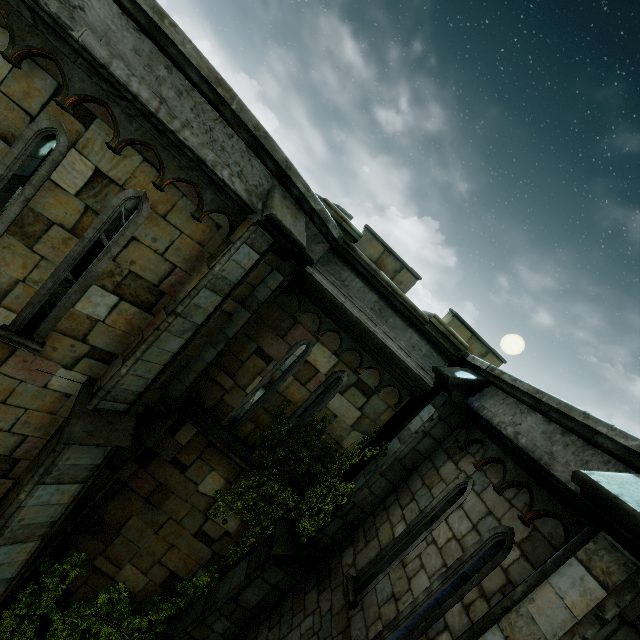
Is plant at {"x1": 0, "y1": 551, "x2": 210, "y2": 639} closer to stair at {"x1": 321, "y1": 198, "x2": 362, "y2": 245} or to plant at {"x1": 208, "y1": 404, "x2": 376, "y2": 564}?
plant at {"x1": 208, "y1": 404, "x2": 376, "y2": 564}

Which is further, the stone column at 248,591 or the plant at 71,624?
the plant at 71,624

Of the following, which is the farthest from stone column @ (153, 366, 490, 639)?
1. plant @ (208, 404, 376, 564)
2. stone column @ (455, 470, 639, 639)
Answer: stone column @ (455, 470, 639, 639)

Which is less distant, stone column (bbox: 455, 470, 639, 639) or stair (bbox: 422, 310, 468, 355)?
stone column (bbox: 455, 470, 639, 639)

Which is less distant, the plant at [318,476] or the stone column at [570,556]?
the stone column at [570,556]

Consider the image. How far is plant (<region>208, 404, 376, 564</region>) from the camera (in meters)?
6.34

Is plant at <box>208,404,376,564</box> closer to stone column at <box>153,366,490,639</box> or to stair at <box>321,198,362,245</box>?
stone column at <box>153,366,490,639</box>

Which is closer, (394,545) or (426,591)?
(426,591)
